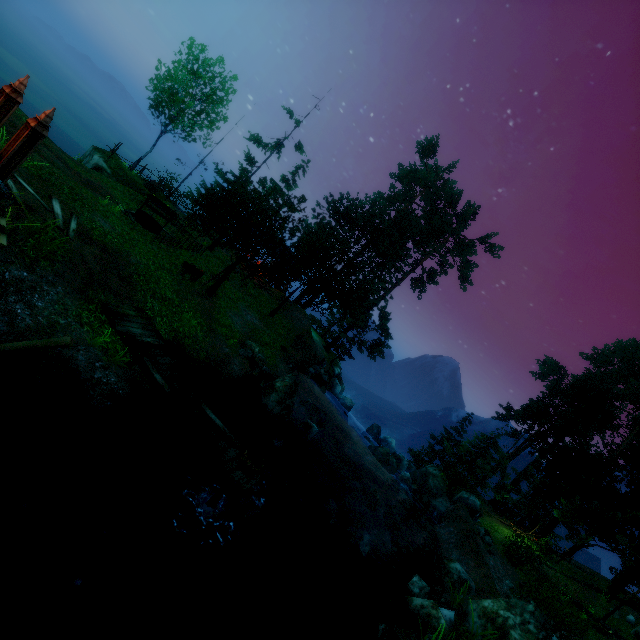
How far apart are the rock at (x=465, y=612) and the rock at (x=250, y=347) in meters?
12.5 m

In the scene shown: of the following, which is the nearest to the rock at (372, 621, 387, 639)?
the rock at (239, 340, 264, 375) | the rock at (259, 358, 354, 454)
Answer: the rock at (259, 358, 354, 454)

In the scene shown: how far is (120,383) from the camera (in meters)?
7.89

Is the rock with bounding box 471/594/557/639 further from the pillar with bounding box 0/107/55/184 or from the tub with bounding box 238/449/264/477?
the pillar with bounding box 0/107/55/184

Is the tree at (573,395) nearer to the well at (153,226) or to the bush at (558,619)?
the well at (153,226)

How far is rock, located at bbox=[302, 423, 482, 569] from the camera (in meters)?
12.38

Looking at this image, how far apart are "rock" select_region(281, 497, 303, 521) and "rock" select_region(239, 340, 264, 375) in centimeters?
487cm

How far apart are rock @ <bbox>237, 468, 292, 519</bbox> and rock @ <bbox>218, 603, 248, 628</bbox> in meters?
2.9
